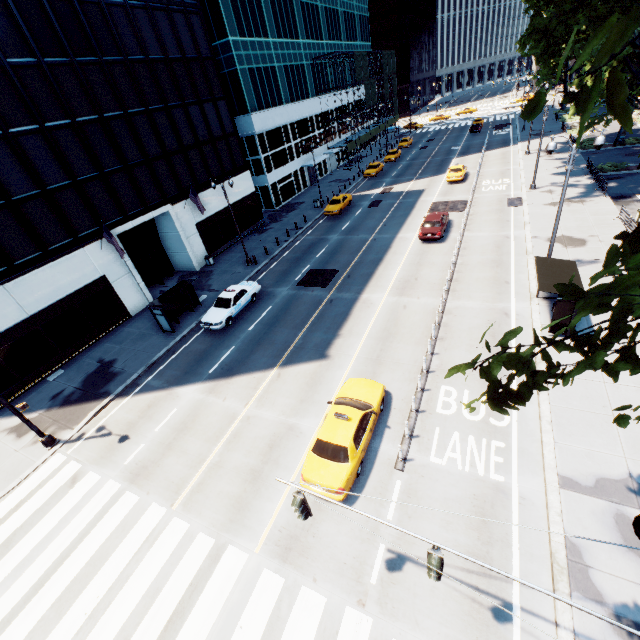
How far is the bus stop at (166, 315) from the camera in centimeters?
2108cm

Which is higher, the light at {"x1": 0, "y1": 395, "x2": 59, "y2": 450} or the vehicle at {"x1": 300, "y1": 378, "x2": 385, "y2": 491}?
the vehicle at {"x1": 300, "y1": 378, "x2": 385, "y2": 491}

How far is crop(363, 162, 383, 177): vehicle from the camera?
46.8m

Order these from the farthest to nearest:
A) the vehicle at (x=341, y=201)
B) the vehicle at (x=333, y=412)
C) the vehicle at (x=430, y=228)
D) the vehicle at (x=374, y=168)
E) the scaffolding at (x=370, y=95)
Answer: the scaffolding at (x=370, y=95) < the vehicle at (x=374, y=168) < the vehicle at (x=341, y=201) < the vehicle at (x=430, y=228) < the vehicle at (x=333, y=412)

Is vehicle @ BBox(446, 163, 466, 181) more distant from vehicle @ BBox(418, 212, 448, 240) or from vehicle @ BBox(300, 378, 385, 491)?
vehicle @ BBox(300, 378, 385, 491)

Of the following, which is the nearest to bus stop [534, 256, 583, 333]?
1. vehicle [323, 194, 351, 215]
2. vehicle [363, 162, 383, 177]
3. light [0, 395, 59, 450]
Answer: light [0, 395, 59, 450]

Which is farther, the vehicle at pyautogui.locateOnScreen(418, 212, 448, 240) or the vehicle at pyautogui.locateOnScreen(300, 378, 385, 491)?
the vehicle at pyautogui.locateOnScreen(418, 212, 448, 240)

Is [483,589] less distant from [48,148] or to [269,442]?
[269,442]
